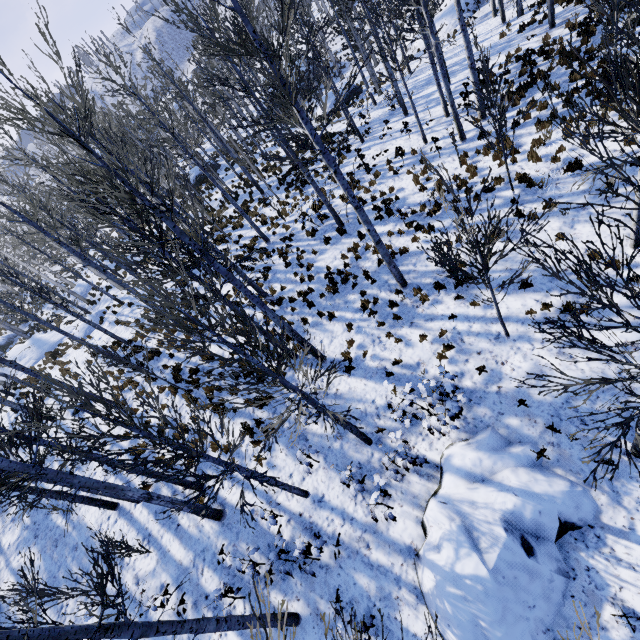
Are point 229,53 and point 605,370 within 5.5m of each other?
no

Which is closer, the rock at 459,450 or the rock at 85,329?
the rock at 459,450

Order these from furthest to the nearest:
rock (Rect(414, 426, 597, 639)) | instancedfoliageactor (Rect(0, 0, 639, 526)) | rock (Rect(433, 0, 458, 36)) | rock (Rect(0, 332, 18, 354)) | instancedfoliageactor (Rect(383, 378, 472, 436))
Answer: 1. rock (Rect(0, 332, 18, 354))
2. rock (Rect(433, 0, 458, 36))
3. instancedfoliageactor (Rect(383, 378, 472, 436))
4. rock (Rect(414, 426, 597, 639))
5. instancedfoliageactor (Rect(0, 0, 639, 526))

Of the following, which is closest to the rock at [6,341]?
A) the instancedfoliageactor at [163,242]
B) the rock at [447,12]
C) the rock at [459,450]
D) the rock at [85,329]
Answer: the instancedfoliageactor at [163,242]

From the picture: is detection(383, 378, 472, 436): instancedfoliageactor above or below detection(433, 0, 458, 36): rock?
above

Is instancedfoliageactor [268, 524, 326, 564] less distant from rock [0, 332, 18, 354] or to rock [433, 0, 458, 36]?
rock [0, 332, 18, 354]

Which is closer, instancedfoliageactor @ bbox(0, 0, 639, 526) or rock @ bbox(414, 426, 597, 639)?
instancedfoliageactor @ bbox(0, 0, 639, 526)

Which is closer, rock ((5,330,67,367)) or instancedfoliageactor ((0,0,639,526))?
instancedfoliageactor ((0,0,639,526))
